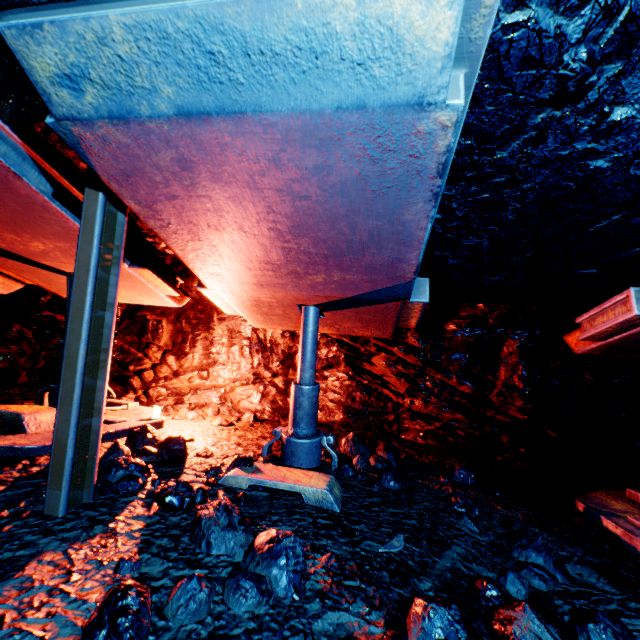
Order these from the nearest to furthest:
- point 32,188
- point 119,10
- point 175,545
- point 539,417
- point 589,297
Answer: point 119,10 → point 175,545 → point 32,188 → point 589,297 → point 539,417

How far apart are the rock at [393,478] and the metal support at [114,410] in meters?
2.1 m

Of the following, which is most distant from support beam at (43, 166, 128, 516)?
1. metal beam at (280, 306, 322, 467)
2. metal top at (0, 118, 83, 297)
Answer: metal beam at (280, 306, 322, 467)

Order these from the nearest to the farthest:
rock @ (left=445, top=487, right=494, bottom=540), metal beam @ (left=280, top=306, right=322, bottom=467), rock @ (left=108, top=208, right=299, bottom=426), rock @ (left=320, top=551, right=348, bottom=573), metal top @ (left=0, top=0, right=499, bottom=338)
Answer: metal top @ (left=0, top=0, right=499, bottom=338) < rock @ (left=320, top=551, right=348, bottom=573) < rock @ (left=445, top=487, right=494, bottom=540) < metal beam @ (left=280, top=306, right=322, bottom=467) < rock @ (left=108, top=208, right=299, bottom=426)

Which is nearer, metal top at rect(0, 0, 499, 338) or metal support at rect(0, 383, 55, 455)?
metal top at rect(0, 0, 499, 338)

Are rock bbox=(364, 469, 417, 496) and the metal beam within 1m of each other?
yes

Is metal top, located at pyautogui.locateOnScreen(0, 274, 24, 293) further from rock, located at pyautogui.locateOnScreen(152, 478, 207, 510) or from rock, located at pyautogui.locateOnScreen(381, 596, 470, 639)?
rock, located at pyautogui.locateOnScreen(381, 596, 470, 639)

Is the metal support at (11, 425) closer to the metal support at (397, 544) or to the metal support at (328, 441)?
the metal support at (328, 441)
